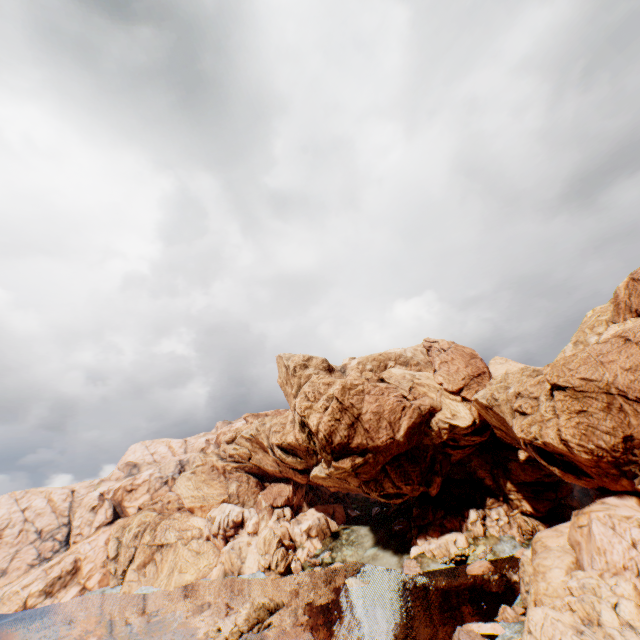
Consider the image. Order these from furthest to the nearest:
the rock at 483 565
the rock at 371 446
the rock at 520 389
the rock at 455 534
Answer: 1. the rock at 455 534
2. the rock at 371 446
3. the rock at 483 565
4. the rock at 520 389

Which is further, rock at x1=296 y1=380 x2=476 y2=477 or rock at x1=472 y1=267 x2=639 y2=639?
rock at x1=296 y1=380 x2=476 y2=477

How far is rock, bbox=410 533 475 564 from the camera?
55.9 meters

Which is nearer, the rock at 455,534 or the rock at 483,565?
the rock at 483,565

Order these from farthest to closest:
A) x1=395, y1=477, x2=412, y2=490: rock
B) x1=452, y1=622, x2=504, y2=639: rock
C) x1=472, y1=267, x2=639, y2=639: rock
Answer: x1=395, y1=477, x2=412, y2=490: rock
x1=452, y1=622, x2=504, y2=639: rock
x1=472, y1=267, x2=639, y2=639: rock

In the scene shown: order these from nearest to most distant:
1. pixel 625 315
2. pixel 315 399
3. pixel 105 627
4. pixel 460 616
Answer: pixel 460 616
pixel 625 315
pixel 105 627
pixel 315 399
